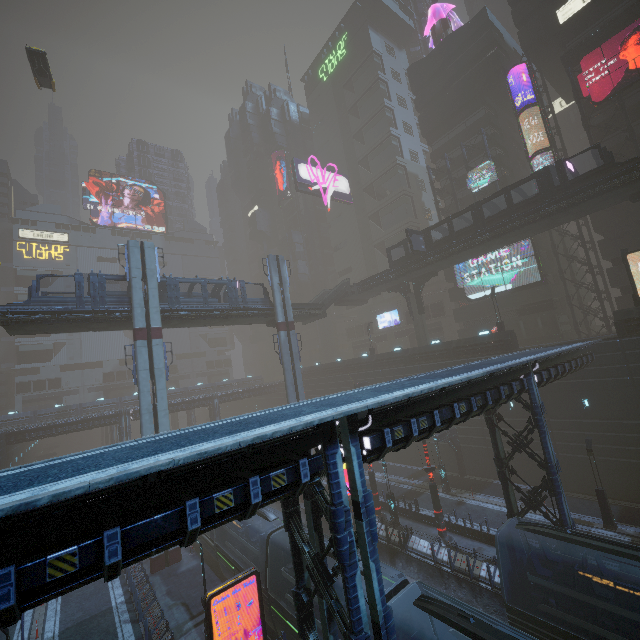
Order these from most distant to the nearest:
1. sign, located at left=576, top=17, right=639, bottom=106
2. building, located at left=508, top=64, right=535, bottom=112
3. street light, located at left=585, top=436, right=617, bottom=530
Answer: building, located at left=508, top=64, right=535, bottom=112 < sign, located at left=576, top=17, right=639, bottom=106 < street light, located at left=585, top=436, right=617, bottom=530

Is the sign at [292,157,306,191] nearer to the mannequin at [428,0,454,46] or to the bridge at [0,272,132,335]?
the mannequin at [428,0,454,46]

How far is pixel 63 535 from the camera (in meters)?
5.64

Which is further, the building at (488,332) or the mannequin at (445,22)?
the mannequin at (445,22)

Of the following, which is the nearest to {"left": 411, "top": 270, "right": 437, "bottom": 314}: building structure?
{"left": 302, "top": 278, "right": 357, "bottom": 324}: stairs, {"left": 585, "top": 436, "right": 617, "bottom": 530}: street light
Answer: {"left": 302, "top": 278, "right": 357, "bottom": 324}: stairs

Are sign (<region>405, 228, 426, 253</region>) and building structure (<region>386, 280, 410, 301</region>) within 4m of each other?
no

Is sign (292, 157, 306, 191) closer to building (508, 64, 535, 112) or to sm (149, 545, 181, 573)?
building (508, 64, 535, 112)

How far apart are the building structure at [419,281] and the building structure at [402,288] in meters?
0.7 m
